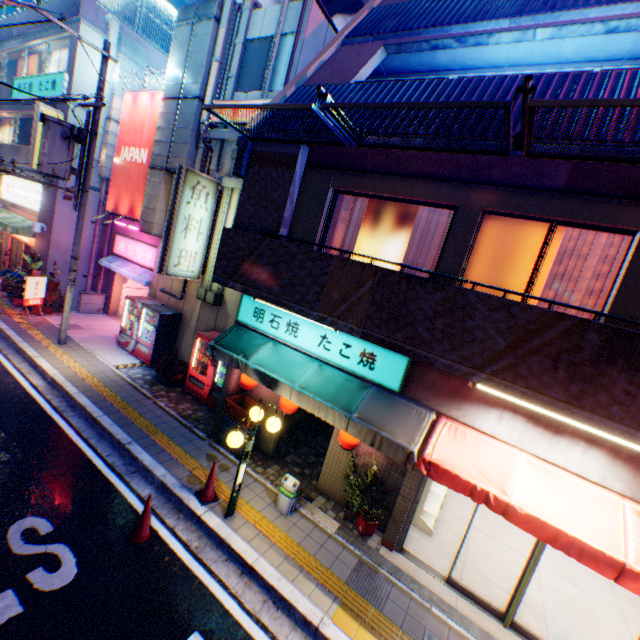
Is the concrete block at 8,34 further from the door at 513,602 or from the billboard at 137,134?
the door at 513,602

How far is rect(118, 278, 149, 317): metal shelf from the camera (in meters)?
16.05

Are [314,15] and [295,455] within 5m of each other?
no

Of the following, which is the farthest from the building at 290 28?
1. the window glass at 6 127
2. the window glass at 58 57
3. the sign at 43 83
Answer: the window glass at 6 127

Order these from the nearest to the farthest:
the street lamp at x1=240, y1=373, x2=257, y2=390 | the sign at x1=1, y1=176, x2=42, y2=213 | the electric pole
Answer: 1. the street lamp at x1=240, y1=373, x2=257, y2=390
2. the electric pole
3. the sign at x1=1, y1=176, x2=42, y2=213

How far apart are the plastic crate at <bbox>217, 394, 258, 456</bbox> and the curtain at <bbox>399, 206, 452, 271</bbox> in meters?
4.7

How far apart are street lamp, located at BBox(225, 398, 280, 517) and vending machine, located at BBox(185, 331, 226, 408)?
2.91m

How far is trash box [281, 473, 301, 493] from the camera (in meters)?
6.65
